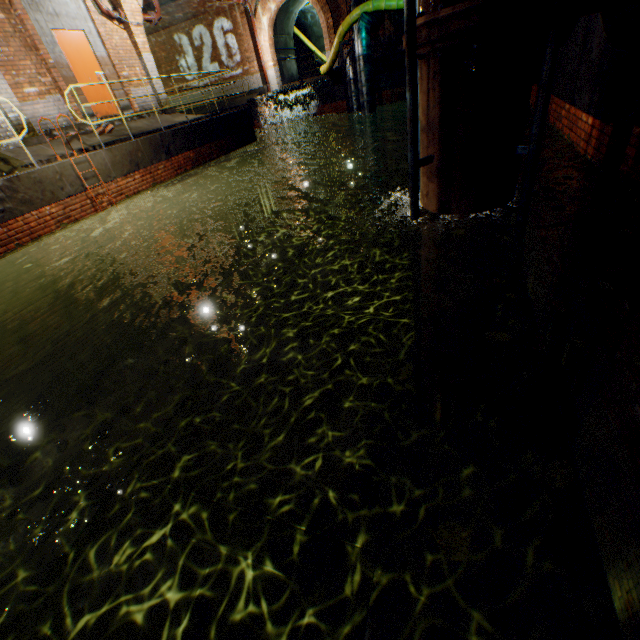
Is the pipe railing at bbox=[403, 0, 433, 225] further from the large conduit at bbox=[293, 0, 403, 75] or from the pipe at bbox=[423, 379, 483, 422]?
the large conduit at bbox=[293, 0, 403, 75]

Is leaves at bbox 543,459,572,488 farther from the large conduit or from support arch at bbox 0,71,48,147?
support arch at bbox 0,71,48,147

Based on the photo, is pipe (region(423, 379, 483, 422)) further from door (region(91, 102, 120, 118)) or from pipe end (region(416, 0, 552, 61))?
door (region(91, 102, 120, 118))

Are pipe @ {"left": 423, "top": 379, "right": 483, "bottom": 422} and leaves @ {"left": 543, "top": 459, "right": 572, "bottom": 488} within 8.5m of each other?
yes

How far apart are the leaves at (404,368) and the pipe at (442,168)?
2.4m

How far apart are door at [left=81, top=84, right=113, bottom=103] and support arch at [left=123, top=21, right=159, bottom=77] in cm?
165

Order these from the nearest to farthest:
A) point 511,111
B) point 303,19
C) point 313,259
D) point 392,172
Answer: point 511,111, point 313,259, point 392,172, point 303,19

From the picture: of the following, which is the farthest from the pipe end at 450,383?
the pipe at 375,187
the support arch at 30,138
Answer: the pipe at 375,187
